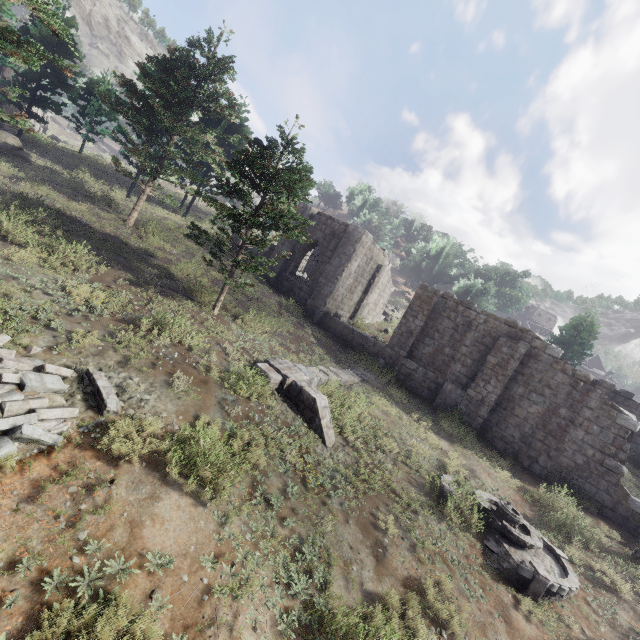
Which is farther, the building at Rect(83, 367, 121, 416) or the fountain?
the fountain

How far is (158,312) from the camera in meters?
10.0 m

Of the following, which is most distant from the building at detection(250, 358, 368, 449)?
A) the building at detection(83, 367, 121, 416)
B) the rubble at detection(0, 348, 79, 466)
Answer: the building at detection(83, 367, 121, 416)

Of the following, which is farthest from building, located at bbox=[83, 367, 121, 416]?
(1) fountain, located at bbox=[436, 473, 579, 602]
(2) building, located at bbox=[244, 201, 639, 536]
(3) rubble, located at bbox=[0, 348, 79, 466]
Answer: (1) fountain, located at bbox=[436, 473, 579, 602]

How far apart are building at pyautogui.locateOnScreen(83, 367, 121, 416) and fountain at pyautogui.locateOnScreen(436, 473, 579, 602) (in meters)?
9.78

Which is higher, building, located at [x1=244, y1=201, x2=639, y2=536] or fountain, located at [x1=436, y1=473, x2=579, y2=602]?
building, located at [x1=244, y1=201, x2=639, y2=536]

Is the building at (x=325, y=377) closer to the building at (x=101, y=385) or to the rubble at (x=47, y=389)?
the rubble at (x=47, y=389)

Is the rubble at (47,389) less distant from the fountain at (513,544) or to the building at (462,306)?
the building at (462,306)
